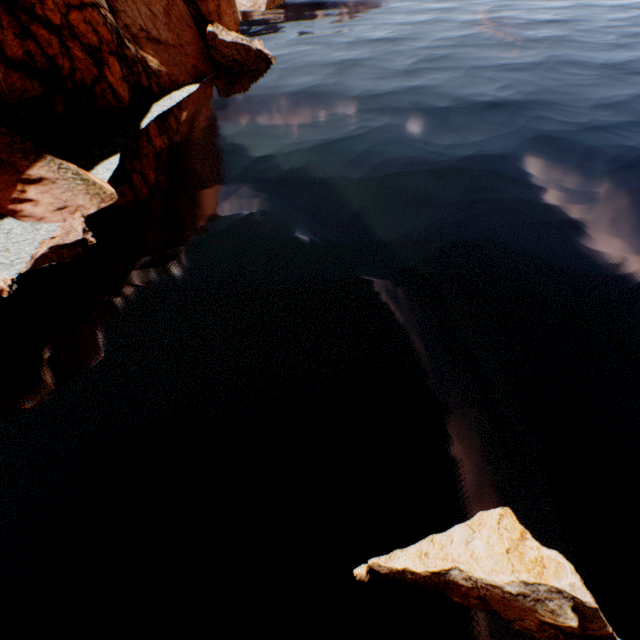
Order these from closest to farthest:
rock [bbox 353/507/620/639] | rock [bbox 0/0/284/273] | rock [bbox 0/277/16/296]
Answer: rock [bbox 353/507/620/639], rock [bbox 0/277/16/296], rock [bbox 0/0/284/273]

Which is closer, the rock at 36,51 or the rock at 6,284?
the rock at 6,284

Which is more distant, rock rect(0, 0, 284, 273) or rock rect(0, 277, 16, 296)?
rock rect(0, 0, 284, 273)

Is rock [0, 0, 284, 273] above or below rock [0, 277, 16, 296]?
above

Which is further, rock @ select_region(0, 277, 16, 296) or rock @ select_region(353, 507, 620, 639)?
rock @ select_region(0, 277, 16, 296)

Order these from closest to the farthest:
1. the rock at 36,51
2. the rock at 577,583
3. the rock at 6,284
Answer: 1. the rock at 577,583
2. the rock at 6,284
3. the rock at 36,51

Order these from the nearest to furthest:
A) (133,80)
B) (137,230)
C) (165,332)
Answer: (165,332), (137,230), (133,80)
